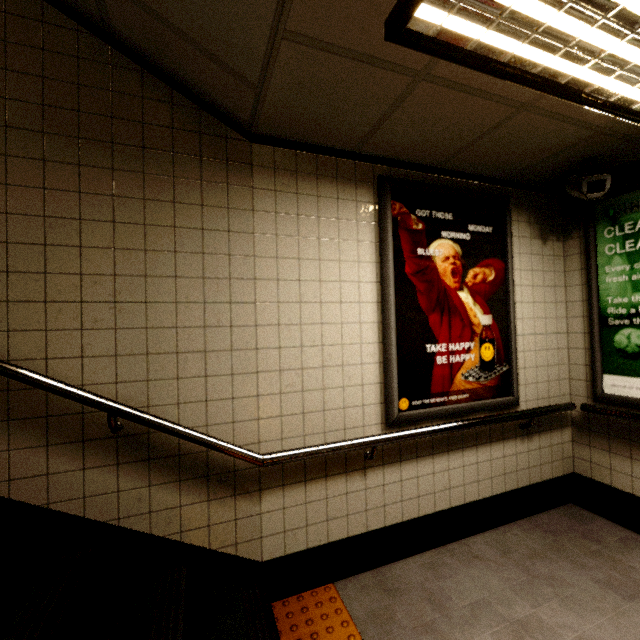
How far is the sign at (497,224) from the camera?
2.3 meters

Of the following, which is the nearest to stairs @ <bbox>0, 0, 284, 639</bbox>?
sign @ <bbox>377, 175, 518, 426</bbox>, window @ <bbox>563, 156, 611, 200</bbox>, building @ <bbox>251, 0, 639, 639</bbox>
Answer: building @ <bbox>251, 0, 639, 639</bbox>

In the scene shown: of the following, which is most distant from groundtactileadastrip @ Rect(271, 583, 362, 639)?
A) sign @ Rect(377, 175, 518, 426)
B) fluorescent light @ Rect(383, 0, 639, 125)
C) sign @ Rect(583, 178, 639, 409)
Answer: fluorescent light @ Rect(383, 0, 639, 125)

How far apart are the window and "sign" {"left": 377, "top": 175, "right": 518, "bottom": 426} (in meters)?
0.42

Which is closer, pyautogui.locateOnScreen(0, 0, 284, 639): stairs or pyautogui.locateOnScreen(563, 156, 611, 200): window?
pyautogui.locateOnScreen(0, 0, 284, 639): stairs

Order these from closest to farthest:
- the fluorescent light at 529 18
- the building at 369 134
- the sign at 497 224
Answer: the fluorescent light at 529 18 → the building at 369 134 → the sign at 497 224

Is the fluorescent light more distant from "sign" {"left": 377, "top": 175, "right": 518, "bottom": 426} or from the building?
"sign" {"left": 377, "top": 175, "right": 518, "bottom": 426}

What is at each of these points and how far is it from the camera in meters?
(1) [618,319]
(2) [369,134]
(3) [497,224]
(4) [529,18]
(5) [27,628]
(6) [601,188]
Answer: (1) sign, 2.6
(2) building, 2.1
(3) sign, 2.7
(4) fluorescent light, 1.3
(5) stairs, 1.2
(6) window, 2.3
